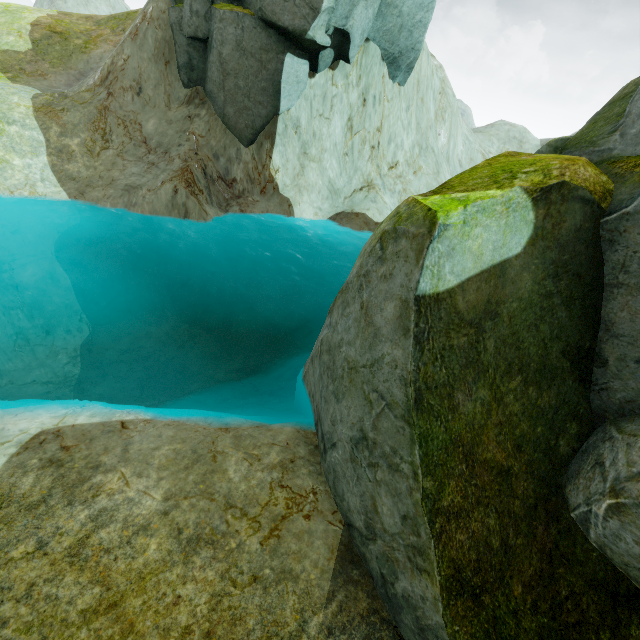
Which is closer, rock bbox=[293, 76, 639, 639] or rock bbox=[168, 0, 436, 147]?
rock bbox=[293, 76, 639, 639]

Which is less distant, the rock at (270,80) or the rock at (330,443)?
the rock at (330,443)

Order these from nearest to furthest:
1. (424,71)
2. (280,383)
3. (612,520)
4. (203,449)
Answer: (612,520)
(203,449)
(280,383)
(424,71)
